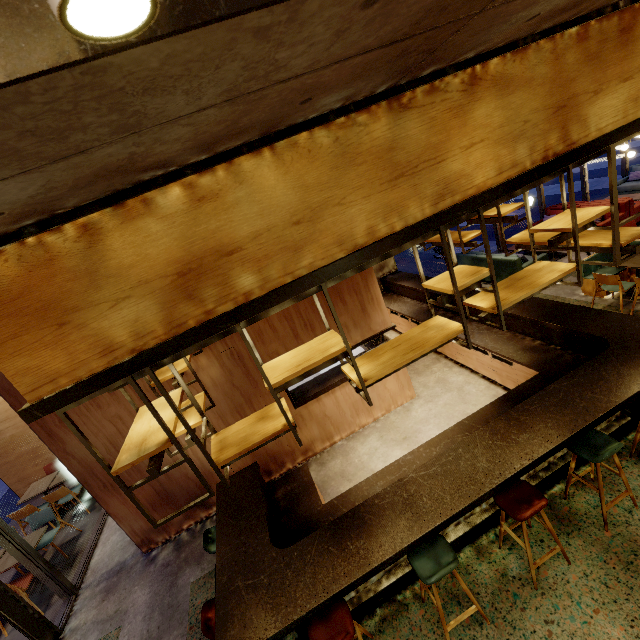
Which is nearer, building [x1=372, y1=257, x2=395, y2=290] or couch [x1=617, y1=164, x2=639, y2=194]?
building [x1=372, y1=257, x2=395, y2=290]

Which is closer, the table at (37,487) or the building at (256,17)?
the building at (256,17)

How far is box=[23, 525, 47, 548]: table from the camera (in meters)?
5.50

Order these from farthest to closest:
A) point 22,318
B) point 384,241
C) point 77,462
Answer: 1. point 77,462
2. point 384,241
3. point 22,318

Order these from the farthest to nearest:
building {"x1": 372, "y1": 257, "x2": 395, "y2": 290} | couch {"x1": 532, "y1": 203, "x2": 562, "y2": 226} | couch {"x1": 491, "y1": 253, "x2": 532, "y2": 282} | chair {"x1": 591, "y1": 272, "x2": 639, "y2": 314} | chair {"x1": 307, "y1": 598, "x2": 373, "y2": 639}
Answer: couch {"x1": 532, "y1": 203, "x2": 562, "y2": 226}, building {"x1": 372, "y1": 257, "x2": 395, "y2": 290}, couch {"x1": 491, "y1": 253, "x2": 532, "y2": 282}, chair {"x1": 591, "y1": 272, "x2": 639, "y2": 314}, chair {"x1": 307, "y1": 598, "x2": 373, "y2": 639}

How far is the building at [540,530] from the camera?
3.41m

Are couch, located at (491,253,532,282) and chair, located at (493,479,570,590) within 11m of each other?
yes

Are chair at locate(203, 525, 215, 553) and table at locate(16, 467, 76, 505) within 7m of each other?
yes
